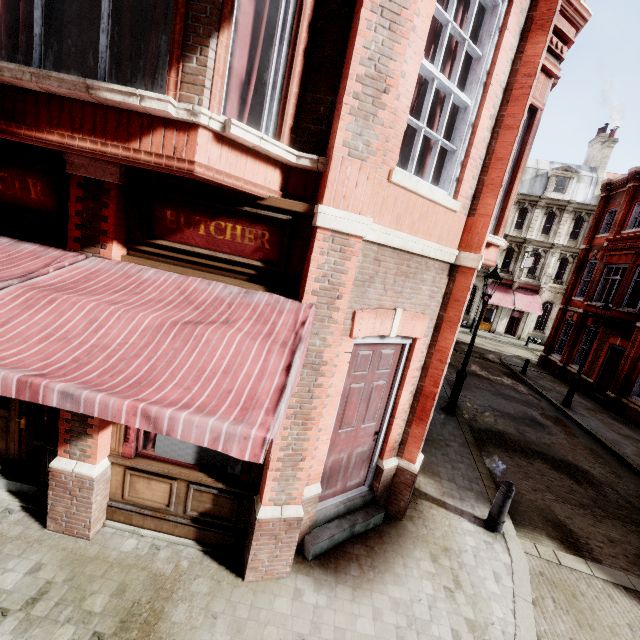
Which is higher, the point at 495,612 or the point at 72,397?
the point at 72,397

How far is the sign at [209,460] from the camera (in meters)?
4.18

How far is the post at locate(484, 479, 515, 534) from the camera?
5.5m

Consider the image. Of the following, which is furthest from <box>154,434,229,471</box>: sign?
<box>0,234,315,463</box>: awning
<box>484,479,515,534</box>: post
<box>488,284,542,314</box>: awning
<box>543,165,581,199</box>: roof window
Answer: <box>543,165,581,199</box>: roof window

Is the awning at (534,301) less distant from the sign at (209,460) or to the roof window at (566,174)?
the roof window at (566,174)

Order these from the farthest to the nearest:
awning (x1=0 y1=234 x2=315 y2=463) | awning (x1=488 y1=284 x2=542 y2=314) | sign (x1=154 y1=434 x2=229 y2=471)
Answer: awning (x1=488 y1=284 x2=542 y2=314) < sign (x1=154 y1=434 x2=229 y2=471) < awning (x1=0 y1=234 x2=315 y2=463)

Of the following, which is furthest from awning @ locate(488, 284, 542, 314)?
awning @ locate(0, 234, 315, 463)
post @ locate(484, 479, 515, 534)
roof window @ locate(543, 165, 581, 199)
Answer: awning @ locate(0, 234, 315, 463)

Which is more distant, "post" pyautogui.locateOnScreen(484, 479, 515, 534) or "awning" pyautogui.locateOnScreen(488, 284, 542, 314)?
"awning" pyautogui.locateOnScreen(488, 284, 542, 314)
